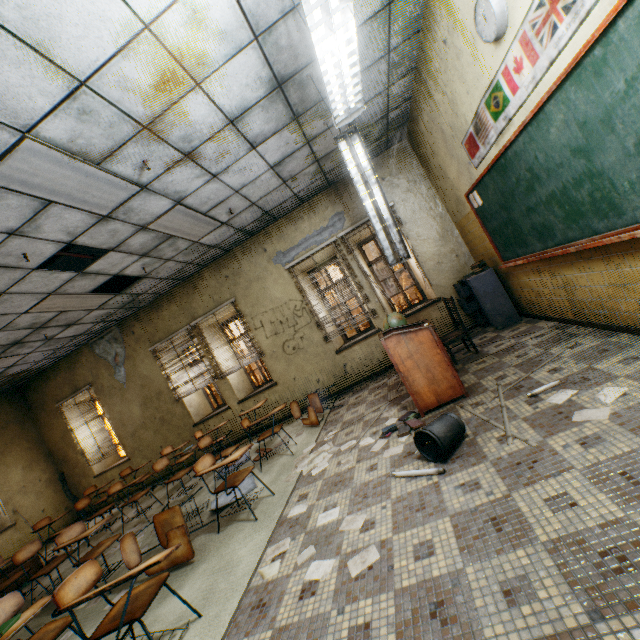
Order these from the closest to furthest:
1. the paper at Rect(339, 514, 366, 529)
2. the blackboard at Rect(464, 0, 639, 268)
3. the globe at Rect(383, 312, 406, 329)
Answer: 1. the blackboard at Rect(464, 0, 639, 268)
2. the paper at Rect(339, 514, 366, 529)
3. the globe at Rect(383, 312, 406, 329)

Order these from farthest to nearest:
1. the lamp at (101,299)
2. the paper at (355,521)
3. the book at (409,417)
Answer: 1. the lamp at (101,299)
2. the book at (409,417)
3. the paper at (355,521)

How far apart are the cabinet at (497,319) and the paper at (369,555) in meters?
4.4

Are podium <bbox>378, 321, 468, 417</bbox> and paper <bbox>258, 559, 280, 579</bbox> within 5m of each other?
yes

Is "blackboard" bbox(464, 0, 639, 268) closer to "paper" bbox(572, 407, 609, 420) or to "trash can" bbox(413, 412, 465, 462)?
"paper" bbox(572, 407, 609, 420)

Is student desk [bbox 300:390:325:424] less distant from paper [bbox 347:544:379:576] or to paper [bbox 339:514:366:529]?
paper [bbox 339:514:366:529]

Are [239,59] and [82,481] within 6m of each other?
no

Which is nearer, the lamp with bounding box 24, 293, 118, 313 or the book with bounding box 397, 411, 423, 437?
the book with bounding box 397, 411, 423, 437
